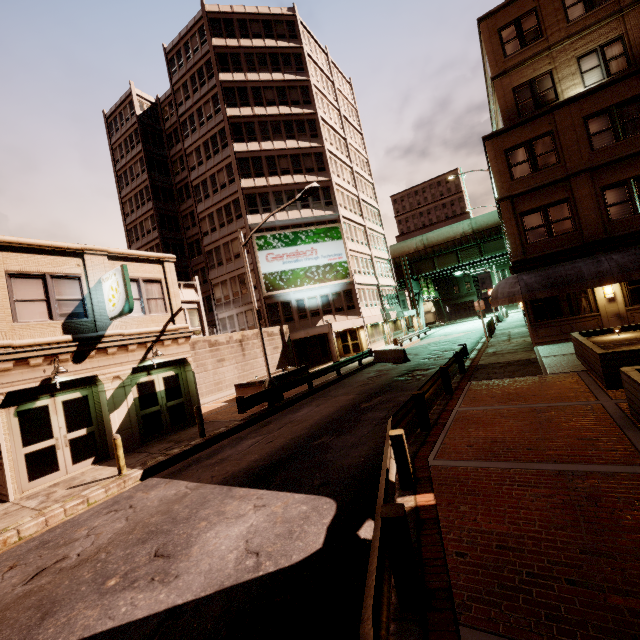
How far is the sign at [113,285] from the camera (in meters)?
12.11

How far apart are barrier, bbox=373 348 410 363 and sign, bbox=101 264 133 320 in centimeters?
1639cm

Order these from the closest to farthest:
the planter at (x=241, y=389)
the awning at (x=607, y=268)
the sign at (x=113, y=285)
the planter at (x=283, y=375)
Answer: the sign at (x=113, y=285)
the awning at (x=607, y=268)
the planter at (x=241, y=389)
the planter at (x=283, y=375)

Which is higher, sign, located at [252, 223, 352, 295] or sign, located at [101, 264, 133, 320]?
sign, located at [252, 223, 352, 295]

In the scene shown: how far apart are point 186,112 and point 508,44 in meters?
31.8 m

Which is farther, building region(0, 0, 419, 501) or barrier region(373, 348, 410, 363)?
barrier region(373, 348, 410, 363)

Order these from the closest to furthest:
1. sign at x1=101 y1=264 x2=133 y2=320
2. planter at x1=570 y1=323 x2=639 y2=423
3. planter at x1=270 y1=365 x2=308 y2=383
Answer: planter at x1=570 y1=323 x2=639 y2=423, sign at x1=101 y1=264 x2=133 y2=320, planter at x1=270 y1=365 x2=308 y2=383

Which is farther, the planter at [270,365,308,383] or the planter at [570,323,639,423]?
the planter at [270,365,308,383]
